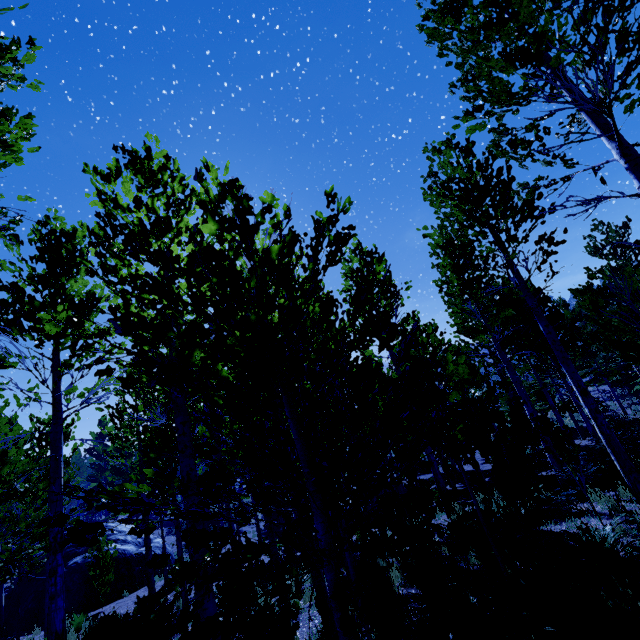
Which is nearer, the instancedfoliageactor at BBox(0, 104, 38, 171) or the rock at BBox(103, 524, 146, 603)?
the instancedfoliageactor at BBox(0, 104, 38, 171)

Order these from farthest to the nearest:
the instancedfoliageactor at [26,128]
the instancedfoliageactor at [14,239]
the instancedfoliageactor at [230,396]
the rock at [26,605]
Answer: the rock at [26,605] → the instancedfoliageactor at [26,128] → the instancedfoliageactor at [14,239] → the instancedfoliageactor at [230,396]

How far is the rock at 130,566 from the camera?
15.08m

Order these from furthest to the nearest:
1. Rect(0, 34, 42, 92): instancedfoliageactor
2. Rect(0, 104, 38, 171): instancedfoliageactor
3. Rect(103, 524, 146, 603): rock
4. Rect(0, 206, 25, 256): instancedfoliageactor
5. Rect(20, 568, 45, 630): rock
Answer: Rect(103, 524, 146, 603): rock
Rect(20, 568, 45, 630): rock
Rect(0, 34, 42, 92): instancedfoliageactor
Rect(0, 104, 38, 171): instancedfoliageactor
Rect(0, 206, 25, 256): instancedfoliageactor

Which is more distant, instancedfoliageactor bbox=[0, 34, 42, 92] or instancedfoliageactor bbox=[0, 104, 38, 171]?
instancedfoliageactor bbox=[0, 34, 42, 92]

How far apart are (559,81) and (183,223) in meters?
5.5

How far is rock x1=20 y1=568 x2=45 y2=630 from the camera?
13.80m
